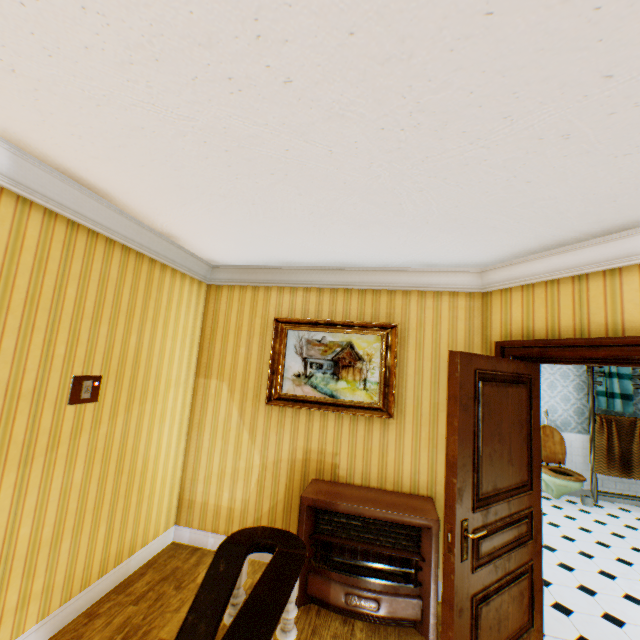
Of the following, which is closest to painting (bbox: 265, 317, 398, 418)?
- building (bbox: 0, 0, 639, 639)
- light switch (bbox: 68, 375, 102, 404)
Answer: building (bbox: 0, 0, 639, 639)

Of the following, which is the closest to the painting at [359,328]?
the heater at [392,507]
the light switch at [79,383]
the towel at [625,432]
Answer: the heater at [392,507]

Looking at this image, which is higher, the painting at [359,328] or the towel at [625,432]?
the painting at [359,328]

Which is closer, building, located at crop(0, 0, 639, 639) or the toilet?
building, located at crop(0, 0, 639, 639)

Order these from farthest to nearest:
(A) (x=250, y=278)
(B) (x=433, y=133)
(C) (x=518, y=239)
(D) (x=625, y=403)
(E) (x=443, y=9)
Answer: (D) (x=625, y=403) < (A) (x=250, y=278) < (C) (x=518, y=239) < (B) (x=433, y=133) < (E) (x=443, y=9)

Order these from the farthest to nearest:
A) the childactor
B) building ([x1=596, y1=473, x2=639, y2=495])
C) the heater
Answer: building ([x1=596, y1=473, x2=639, y2=495]), the heater, the childactor

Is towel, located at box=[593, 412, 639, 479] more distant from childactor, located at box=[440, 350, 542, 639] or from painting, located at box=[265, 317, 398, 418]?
painting, located at box=[265, 317, 398, 418]

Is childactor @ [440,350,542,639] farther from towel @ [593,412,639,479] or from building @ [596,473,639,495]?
towel @ [593,412,639,479]
